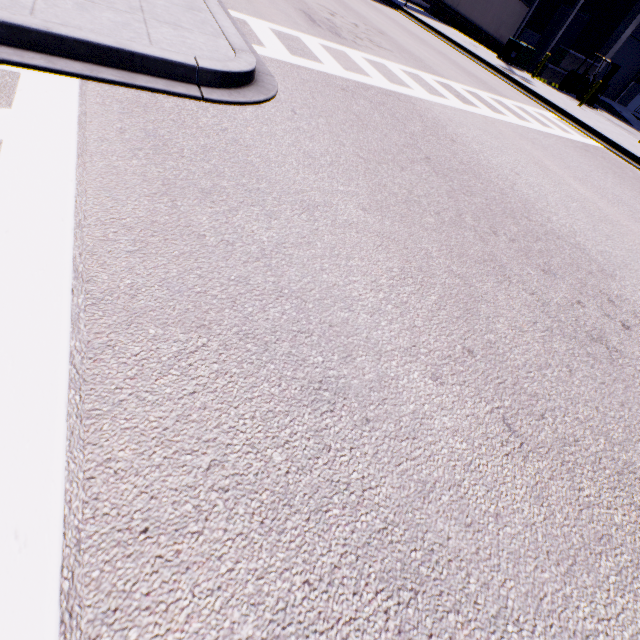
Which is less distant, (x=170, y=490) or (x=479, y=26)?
(x=170, y=490)

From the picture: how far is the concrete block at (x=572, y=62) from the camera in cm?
2125

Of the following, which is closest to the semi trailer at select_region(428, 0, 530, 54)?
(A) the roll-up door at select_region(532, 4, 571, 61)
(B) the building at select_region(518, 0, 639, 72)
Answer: (B) the building at select_region(518, 0, 639, 72)

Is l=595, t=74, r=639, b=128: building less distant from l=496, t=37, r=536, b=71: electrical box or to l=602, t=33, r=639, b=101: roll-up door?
l=602, t=33, r=639, b=101: roll-up door

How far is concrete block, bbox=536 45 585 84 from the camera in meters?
21.2 m

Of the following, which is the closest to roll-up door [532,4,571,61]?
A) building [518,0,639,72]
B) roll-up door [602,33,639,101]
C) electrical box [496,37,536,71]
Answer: building [518,0,639,72]

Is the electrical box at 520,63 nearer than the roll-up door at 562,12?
Yes

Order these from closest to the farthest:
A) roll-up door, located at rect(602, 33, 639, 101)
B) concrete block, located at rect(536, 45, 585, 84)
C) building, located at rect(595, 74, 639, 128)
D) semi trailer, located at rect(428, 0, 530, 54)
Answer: concrete block, located at rect(536, 45, 585, 84) < building, located at rect(595, 74, 639, 128) < roll-up door, located at rect(602, 33, 639, 101) < semi trailer, located at rect(428, 0, 530, 54)
